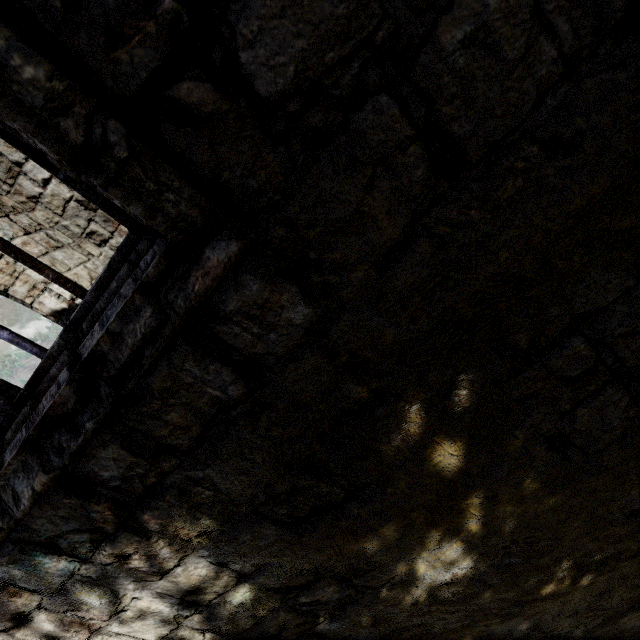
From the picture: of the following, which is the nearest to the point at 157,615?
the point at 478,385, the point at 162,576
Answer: the point at 162,576
